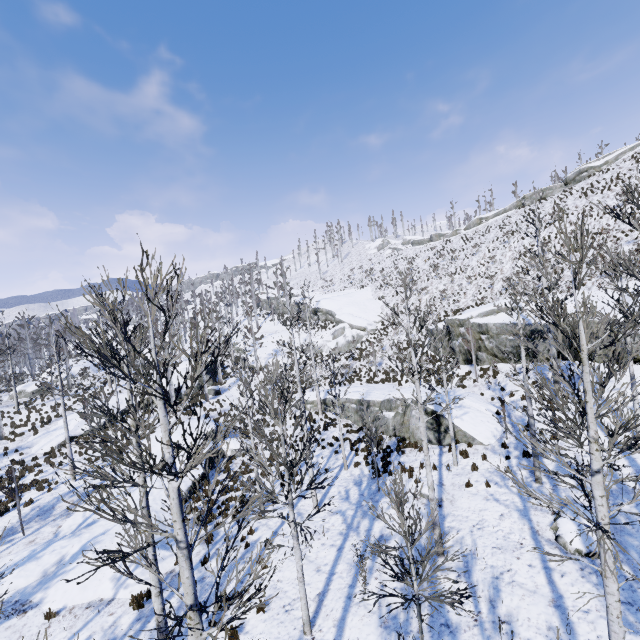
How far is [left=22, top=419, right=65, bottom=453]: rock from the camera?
23.7m

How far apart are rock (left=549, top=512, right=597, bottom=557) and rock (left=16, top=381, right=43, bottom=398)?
44.5 meters

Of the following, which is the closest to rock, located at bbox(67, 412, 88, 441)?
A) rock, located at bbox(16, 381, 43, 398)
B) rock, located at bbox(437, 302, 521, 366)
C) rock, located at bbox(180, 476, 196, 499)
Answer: rock, located at bbox(180, 476, 196, 499)

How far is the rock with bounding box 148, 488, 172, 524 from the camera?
14.98m

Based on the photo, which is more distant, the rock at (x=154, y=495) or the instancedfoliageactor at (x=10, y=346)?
the rock at (x=154, y=495)

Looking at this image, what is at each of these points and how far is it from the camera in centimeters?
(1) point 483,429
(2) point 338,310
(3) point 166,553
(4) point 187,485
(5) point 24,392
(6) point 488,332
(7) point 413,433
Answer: (1) rock, 1647cm
(2) rock, 4641cm
(3) rock, 1267cm
(4) rock, 1733cm
(5) rock, 3403cm
(6) rock, 2316cm
(7) rock, 1828cm

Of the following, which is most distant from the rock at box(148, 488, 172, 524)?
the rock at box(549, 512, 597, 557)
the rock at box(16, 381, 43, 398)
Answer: the rock at box(16, 381, 43, 398)

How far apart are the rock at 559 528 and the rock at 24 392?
44.5 meters
